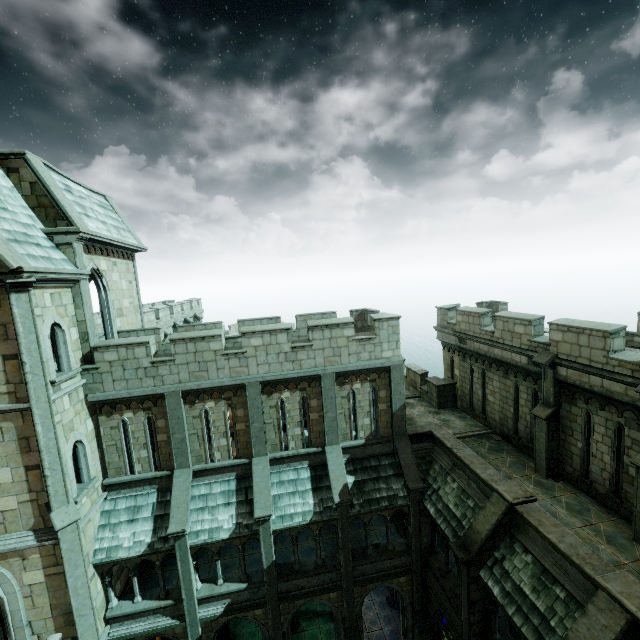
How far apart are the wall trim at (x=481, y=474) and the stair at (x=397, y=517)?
4.79m

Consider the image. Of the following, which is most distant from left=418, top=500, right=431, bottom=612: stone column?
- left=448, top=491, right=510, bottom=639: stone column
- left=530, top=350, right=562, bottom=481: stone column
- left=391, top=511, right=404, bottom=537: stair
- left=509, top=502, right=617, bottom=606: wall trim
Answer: left=530, top=350, right=562, bottom=481: stone column

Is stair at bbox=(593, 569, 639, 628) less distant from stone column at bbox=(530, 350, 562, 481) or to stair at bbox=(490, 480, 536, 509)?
stair at bbox=(490, 480, 536, 509)

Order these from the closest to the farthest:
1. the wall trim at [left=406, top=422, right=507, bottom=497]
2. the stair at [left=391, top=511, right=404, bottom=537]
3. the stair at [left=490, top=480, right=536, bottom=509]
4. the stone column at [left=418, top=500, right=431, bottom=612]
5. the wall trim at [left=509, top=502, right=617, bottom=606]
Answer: the wall trim at [left=509, top=502, right=617, bottom=606], the stair at [left=490, top=480, right=536, bottom=509], the wall trim at [left=406, top=422, right=507, bottom=497], the stone column at [left=418, top=500, right=431, bottom=612], the stair at [left=391, top=511, right=404, bottom=537]

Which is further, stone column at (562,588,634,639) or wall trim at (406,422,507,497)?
wall trim at (406,422,507,497)

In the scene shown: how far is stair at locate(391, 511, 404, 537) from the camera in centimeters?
1614cm

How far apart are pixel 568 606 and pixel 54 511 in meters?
15.2 m

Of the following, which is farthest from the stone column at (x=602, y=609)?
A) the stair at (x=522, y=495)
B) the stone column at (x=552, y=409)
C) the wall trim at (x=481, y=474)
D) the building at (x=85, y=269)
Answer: the building at (x=85, y=269)
